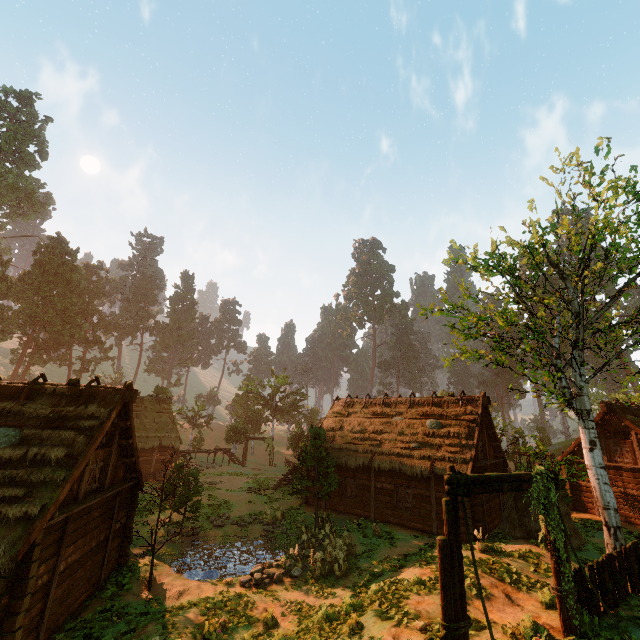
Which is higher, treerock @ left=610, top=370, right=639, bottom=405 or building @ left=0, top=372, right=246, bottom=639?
treerock @ left=610, top=370, right=639, bottom=405

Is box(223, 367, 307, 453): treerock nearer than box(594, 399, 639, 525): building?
No

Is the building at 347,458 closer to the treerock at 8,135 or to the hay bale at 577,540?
the treerock at 8,135

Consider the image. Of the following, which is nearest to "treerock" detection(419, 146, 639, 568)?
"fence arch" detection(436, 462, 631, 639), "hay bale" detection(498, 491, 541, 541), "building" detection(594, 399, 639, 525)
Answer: "building" detection(594, 399, 639, 525)

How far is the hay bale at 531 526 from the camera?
15.4 meters

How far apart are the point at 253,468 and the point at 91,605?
29.91m

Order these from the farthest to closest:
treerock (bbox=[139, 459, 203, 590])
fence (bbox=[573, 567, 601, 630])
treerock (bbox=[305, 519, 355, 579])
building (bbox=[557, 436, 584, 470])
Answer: building (bbox=[557, 436, 584, 470]) → treerock (bbox=[305, 519, 355, 579]) → treerock (bbox=[139, 459, 203, 590]) → fence (bbox=[573, 567, 601, 630])

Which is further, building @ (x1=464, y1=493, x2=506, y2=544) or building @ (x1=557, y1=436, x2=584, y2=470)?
building @ (x1=557, y1=436, x2=584, y2=470)
